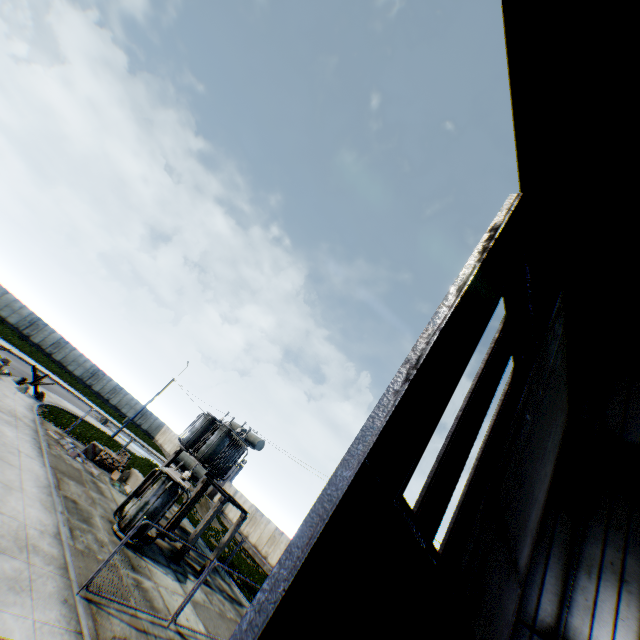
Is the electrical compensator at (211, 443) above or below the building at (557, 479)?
below

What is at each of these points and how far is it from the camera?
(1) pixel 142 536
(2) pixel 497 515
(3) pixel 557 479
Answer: (1) electrical compensator, 13.8m
(2) hanging door, 4.6m
(3) building, 9.9m

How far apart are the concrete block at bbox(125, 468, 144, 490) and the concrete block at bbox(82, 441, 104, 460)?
2.5 meters

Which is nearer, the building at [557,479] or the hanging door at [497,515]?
the hanging door at [497,515]

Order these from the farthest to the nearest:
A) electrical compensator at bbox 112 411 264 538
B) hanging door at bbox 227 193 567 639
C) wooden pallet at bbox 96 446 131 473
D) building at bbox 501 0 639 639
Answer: wooden pallet at bbox 96 446 131 473, electrical compensator at bbox 112 411 264 538, building at bbox 501 0 639 639, hanging door at bbox 227 193 567 639

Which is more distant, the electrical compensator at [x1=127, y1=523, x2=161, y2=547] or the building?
the electrical compensator at [x1=127, y1=523, x2=161, y2=547]

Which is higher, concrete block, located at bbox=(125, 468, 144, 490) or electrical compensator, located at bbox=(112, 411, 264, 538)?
electrical compensator, located at bbox=(112, 411, 264, 538)

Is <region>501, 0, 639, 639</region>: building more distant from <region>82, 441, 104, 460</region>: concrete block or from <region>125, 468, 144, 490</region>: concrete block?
<region>82, 441, 104, 460</region>: concrete block
